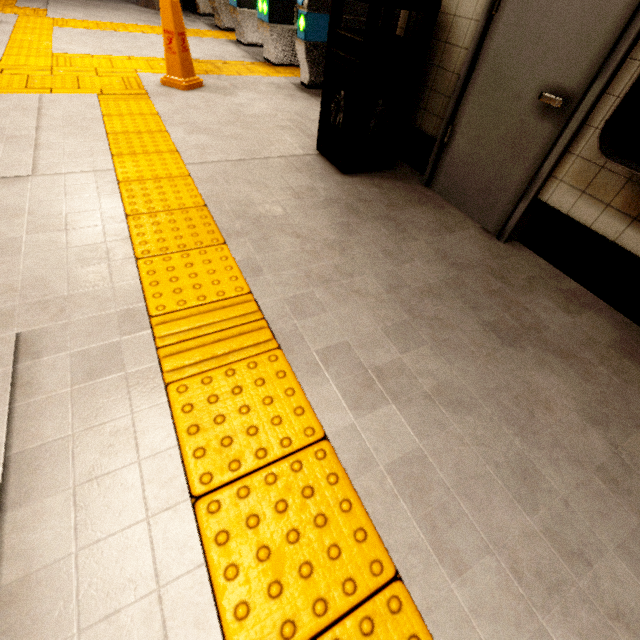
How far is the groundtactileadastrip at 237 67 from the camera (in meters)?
4.57

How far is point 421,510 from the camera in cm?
109

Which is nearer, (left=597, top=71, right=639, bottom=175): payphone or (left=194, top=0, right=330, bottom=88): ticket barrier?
(left=597, top=71, right=639, bottom=175): payphone

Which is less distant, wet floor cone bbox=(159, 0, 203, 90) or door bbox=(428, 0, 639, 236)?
door bbox=(428, 0, 639, 236)

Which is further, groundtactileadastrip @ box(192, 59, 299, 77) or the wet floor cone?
groundtactileadastrip @ box(192, 59, 299, 77)

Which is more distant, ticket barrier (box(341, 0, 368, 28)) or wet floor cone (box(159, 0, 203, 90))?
ticket barrier (box(341, 0, 368, 28))

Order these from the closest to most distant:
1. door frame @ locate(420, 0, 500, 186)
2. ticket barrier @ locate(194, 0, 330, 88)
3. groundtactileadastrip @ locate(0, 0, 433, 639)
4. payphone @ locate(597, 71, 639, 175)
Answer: groundtactileadastrip @ locate(0, 0, 433, 639) → payphone @ locate(597, 71, 639, 175) → door frame @ locate(420, 0, 500, 186) → ticket barrier @ locate(194, 0, 330, 88)

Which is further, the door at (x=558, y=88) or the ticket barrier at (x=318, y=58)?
the ticket barrier at (x=318, y=58)
